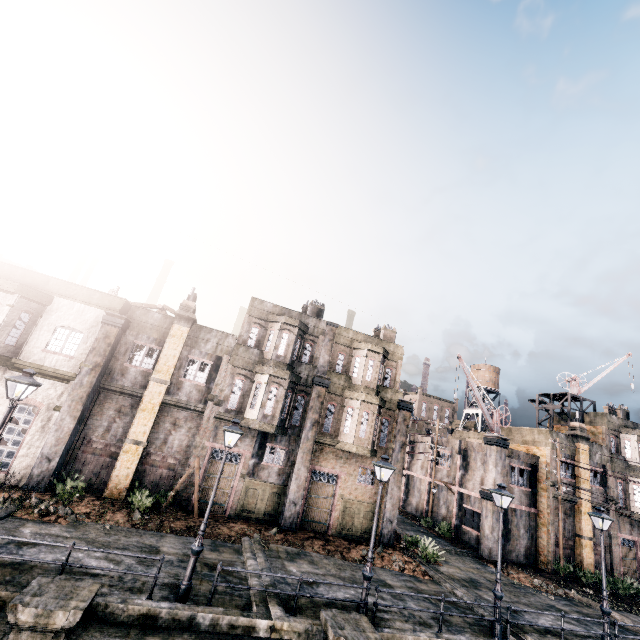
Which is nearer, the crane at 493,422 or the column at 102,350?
the column at 102,350

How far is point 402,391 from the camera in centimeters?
2484cm

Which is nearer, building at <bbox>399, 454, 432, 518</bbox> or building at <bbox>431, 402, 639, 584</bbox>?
building at <bbox>431, 402, 639, 584</bbox>

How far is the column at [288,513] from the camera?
19.77m

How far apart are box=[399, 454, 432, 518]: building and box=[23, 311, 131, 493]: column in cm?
3174

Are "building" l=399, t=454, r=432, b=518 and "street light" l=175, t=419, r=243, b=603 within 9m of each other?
no

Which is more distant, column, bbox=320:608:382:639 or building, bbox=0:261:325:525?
building, bbox=0:261:325:525

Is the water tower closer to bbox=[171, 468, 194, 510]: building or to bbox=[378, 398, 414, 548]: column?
bbox=[378, 398, 414, 548]: column
